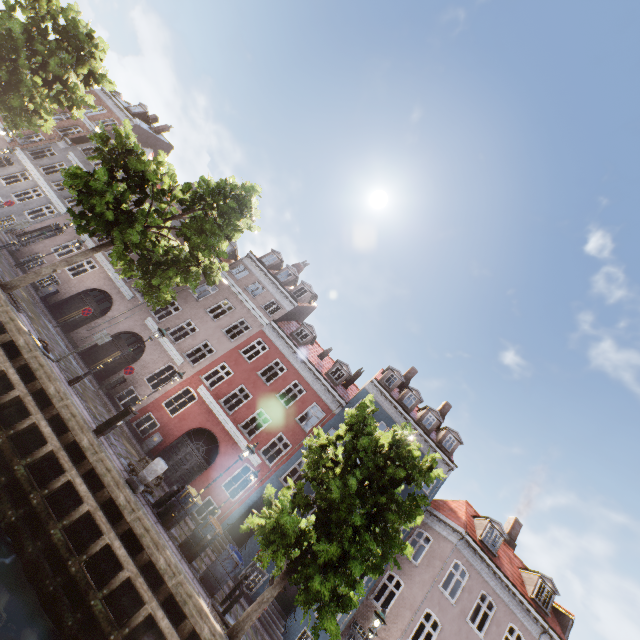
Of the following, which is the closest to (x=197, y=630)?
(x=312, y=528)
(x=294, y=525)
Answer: (x=294, y=525)

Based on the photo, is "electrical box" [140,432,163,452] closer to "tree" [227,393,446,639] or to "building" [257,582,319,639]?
"building" [257,582,319,639]

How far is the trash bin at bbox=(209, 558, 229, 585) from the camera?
10.6m

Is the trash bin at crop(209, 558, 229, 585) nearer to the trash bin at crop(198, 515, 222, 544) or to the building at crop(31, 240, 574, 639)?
the trash bin at crop(198, 515, 222, 544)

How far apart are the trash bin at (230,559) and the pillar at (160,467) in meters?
3.5

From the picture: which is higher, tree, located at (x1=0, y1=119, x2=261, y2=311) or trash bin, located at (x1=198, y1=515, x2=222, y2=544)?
tree, located at (x1=0, y1=119, x2=261, y2=311)

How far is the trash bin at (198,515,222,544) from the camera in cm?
1122

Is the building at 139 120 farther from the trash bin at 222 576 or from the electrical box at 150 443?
the trash bin at 222 576
